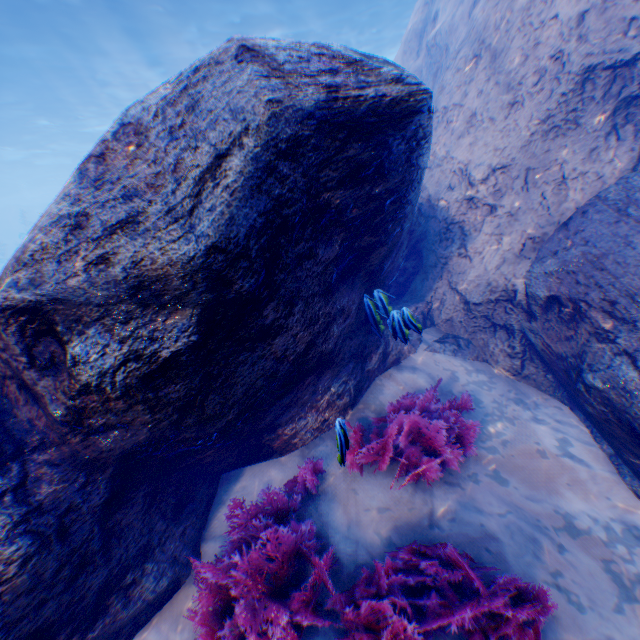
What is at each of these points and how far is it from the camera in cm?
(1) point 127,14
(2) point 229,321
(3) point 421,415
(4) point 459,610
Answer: (1) light, 1403
(2) rock, 259
(3) instancedfoliageactor, 348
(4) instancedfoliageactor, 220

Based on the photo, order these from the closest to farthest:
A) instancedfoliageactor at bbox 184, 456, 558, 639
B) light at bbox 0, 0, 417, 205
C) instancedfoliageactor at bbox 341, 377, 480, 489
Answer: instancedfoliageactor at bbox 184, 456, 558, 639, instancedfoliageactor at bbox 341, 377, 480, 489, light at bbox 0, 0, 417, 205

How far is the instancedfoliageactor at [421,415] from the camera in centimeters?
332cm

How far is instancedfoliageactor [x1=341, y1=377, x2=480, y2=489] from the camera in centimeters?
332cm

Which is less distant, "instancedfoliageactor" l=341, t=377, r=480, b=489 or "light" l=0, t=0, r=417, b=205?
"instancedfoliageactor" l=341, t=377, r=480, b=489

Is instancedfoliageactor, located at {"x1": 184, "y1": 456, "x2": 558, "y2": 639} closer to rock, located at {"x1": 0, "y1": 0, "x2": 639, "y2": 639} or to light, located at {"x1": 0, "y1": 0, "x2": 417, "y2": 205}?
rock, located at {"x1": 0, "y1": 0, "x2": 639, "y2": 639}

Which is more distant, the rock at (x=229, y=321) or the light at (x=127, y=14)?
A: the light at (x=127, y=14)
